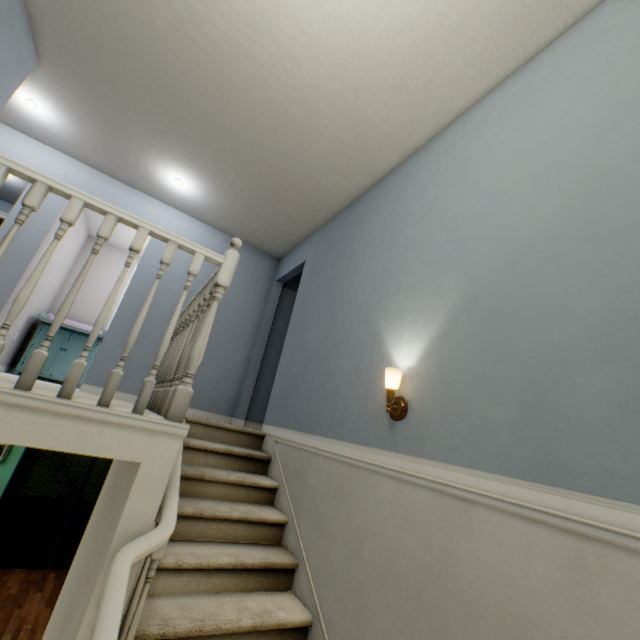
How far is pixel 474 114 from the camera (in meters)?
2.27

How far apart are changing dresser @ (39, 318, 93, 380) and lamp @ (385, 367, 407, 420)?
4.7 meters

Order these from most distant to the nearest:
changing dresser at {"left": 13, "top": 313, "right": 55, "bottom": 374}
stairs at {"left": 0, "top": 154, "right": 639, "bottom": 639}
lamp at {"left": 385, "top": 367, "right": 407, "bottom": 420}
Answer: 1. changing dresser at {"left": 13, "top": 313, "right": 55, "bottom": 374}
2. lamp at {"left": 385, "top": 367, "right": 407, "bottom": 420}
3. stairs at {"left": 0, "top": 154, "right": 639, "bottom": 639}

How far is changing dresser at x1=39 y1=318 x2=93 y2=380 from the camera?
4.64m

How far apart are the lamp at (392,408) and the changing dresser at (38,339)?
4.68m
